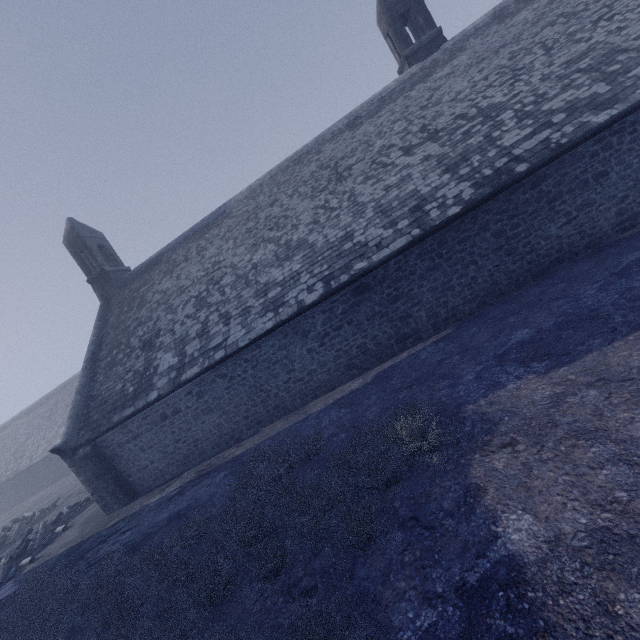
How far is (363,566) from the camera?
4.0 meters
